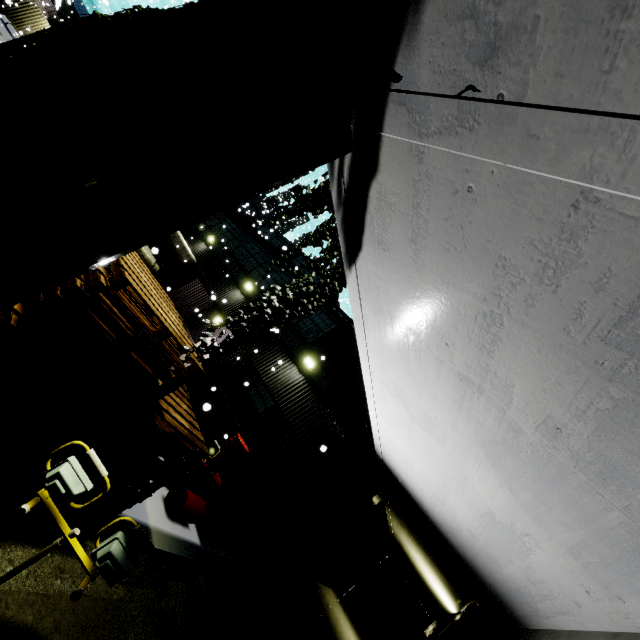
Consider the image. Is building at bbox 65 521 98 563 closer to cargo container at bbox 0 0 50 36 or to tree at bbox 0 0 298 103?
tree at bbox 0 0 298 103

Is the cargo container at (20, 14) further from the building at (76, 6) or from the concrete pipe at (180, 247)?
the concrete pipe at (180, 247)

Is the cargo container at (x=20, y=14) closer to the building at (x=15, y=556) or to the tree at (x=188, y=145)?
the tree at (x=188, y=145)

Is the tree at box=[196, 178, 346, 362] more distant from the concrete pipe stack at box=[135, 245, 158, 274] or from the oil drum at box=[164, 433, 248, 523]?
the oil drum at box=[164, 433, 248, 523]

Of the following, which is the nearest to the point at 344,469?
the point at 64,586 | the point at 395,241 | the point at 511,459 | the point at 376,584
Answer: the point at 64,586

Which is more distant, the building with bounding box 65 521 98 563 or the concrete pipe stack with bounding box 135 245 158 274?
the concrete pipe stack with bounding box 135 245 158 274

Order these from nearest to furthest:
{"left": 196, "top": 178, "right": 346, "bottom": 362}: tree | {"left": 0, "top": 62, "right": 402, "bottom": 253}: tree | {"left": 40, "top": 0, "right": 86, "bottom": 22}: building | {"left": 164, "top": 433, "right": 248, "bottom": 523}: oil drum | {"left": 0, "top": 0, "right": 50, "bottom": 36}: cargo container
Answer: {"left": 0, "top": 62, "right": 402, "bottom": 253}: tree
{"left": 196, "top": 178, "right": 346, "bottom": 362}: tree
{"left": 164, "top": 433, "right": 248, "bottom": 523}: oil drum
{"left": 0, "top": 0, "right": 50, "bottom": 36}: cargo container
{"left": 40, "top": 0, "right": 86, "bottom": 22}: building

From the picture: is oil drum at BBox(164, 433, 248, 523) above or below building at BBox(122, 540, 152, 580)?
above
